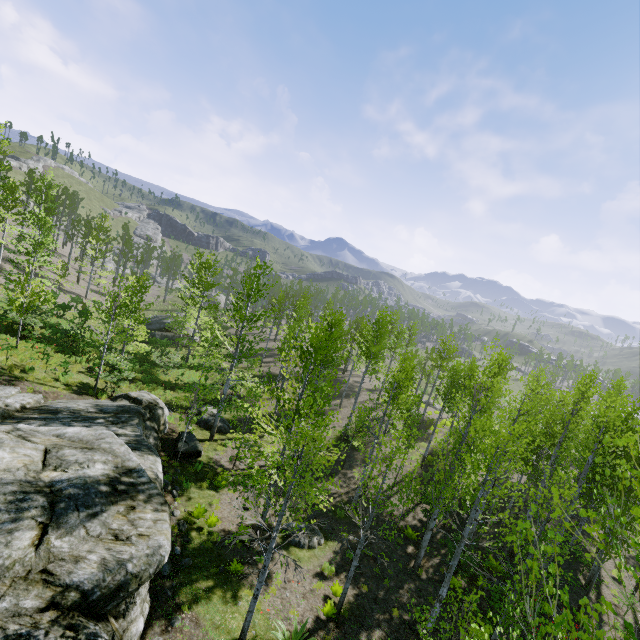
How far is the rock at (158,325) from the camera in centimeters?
3609cm

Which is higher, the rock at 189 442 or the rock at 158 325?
the rock at 189 442

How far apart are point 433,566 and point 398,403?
7.6m

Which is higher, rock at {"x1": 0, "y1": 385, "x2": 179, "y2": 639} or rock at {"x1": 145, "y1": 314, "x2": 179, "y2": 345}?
rock at {"x1": 0, "y1": 385, "x2": 179, "y2": 639}

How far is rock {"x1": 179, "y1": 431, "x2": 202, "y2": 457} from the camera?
15.74m

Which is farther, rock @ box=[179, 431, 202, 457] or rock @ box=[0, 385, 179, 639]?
rock @ box=[179, 431, 202, 457]

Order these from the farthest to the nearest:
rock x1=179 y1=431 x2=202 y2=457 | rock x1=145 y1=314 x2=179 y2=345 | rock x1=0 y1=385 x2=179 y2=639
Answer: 1. rock x1=145 y1=314 x2=179 y2=345
2. rock x1=179 y1=431 x2=202 y2=457
3. rock x1=0 y1=385 x2=179 y2=639
